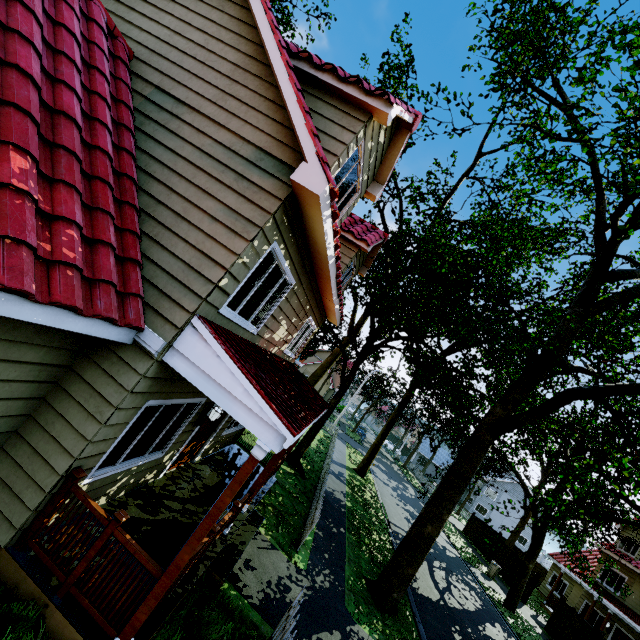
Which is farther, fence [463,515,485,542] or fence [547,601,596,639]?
fence [463,515,485,542]

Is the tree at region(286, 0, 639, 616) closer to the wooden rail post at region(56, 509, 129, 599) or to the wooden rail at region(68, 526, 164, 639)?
the wooden rail at region(68, 526, 164, 639)

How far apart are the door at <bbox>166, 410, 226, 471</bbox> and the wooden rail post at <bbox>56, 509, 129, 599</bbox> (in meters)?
3.18

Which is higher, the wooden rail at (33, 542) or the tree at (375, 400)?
the tree at (375, 400)

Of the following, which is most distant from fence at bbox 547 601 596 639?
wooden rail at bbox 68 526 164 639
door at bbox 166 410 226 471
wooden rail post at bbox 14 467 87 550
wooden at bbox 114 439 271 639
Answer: wooden rail post at bbox 14 467 87 550

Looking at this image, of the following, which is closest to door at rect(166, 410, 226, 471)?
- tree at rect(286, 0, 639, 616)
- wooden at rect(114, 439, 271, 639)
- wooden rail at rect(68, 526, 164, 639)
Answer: wooden rail at rect(68, 526, 164, 639)

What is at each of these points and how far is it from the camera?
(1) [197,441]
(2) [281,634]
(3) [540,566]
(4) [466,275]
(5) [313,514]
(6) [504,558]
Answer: (1) door, 8.0 meters
(2) fence, 5.2 meters
(3) fence, 31.3 meters
(4) tree, 12.7 meters
(5) fence, 10.2 meters
(6) fence, 25.4 meters

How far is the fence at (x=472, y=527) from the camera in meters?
30.4 m
